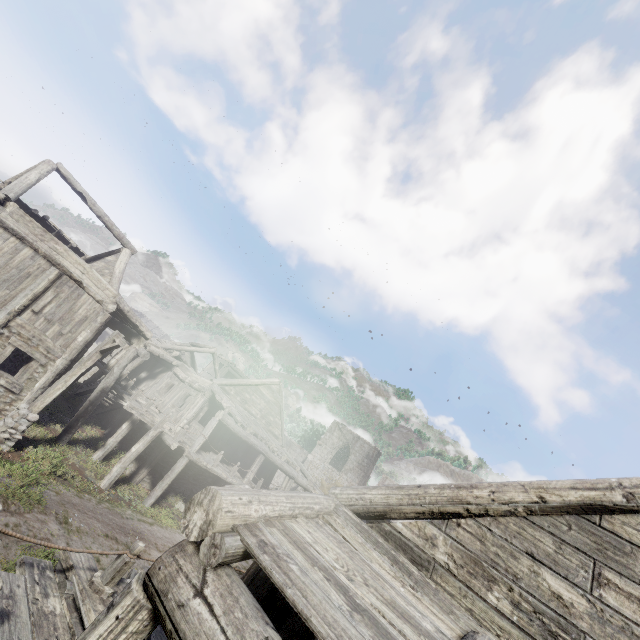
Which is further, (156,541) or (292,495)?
(156,541)

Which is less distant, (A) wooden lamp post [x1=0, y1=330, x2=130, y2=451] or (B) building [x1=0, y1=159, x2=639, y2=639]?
(B) building [x1=0, y1=159, x2=639, y2=639]

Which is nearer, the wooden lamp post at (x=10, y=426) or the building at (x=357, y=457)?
the building at (x=357, y=457)
